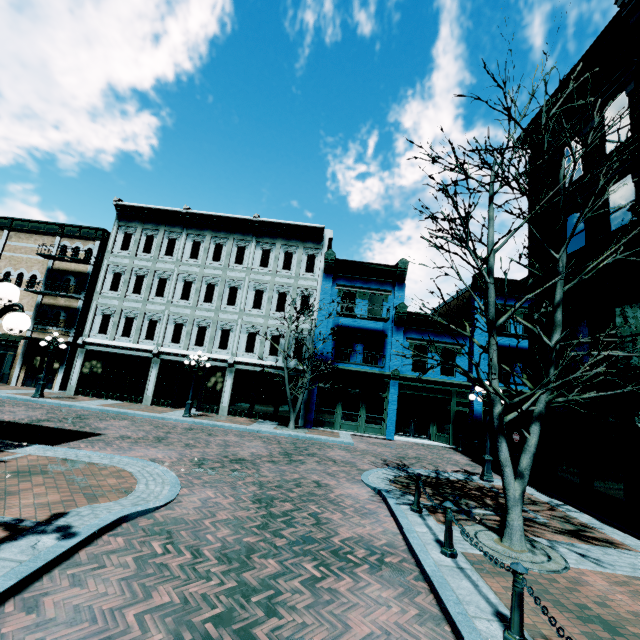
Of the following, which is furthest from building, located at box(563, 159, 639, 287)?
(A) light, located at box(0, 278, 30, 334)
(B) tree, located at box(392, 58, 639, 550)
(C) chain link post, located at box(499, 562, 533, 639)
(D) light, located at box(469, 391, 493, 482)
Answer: (A) light, located at box(0, 278, 30, 334)

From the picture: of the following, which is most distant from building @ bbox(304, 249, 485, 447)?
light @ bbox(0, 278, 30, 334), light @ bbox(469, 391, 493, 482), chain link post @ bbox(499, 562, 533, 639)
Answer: light @ bbox(0, 278, 30, 334)

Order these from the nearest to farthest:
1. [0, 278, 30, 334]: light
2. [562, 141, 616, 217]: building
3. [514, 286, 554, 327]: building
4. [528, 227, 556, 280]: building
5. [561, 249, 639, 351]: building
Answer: [0, 278, 30, 334]: light, [561, 249, 639, 351]: building, [562, 141, 616, 217]: building, [528, 227, 556, 280]: building, [514, 286, 554, 327]: building

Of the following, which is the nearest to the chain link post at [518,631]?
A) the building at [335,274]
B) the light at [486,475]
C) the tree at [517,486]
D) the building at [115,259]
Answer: the tree at [517,486]

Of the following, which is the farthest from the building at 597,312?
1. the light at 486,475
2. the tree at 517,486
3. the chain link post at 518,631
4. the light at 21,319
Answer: the light at 21,319

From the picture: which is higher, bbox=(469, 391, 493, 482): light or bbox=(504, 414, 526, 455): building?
bbox=(504, 414, 526, 455): building

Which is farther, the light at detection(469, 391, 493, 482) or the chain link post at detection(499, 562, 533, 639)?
the light at detection(469, 391, 493, 482)

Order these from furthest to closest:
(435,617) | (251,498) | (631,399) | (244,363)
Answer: (244,363)
(631,399)
(251,498)
(435,617)
